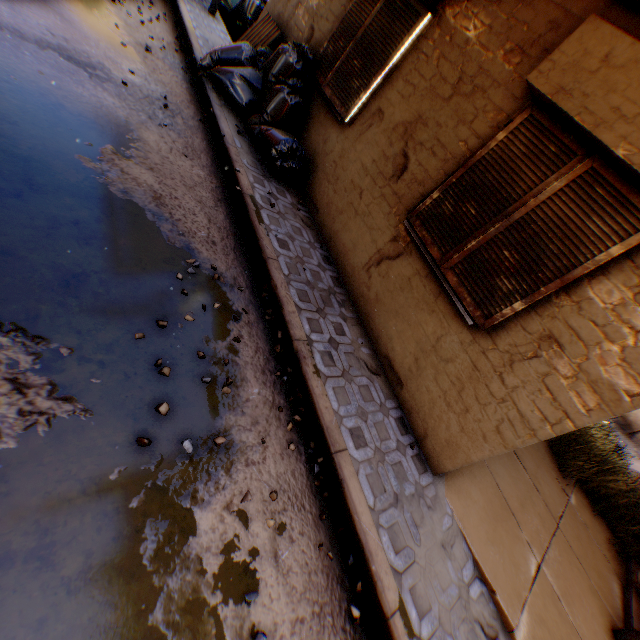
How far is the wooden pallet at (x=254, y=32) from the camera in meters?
6.3 m

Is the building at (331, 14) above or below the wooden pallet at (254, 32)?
above

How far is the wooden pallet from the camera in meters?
6.3 m

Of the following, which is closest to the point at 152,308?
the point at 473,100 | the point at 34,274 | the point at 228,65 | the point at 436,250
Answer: the point at 34,274

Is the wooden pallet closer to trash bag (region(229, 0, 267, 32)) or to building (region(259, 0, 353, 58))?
building (region(259, 0, 353, 58))

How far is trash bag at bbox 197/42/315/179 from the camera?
5.0 meters

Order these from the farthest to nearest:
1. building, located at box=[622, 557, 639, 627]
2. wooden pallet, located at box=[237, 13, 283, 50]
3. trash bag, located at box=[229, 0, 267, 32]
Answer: trash bag, located at box=[229, 0, 267, 32] → wooden pallet, located at box=[237, 13, 283, 50] → building, located at box=[622, 557, 639, 627]

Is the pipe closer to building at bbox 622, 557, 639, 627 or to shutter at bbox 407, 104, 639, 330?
building at bbox 622, 557, 639, 627
